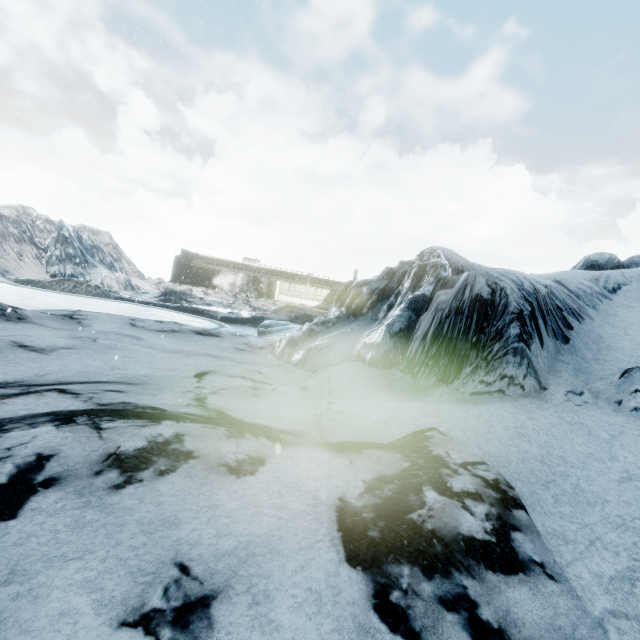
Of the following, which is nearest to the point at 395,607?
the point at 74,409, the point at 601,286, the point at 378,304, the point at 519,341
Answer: the point at 74,409
